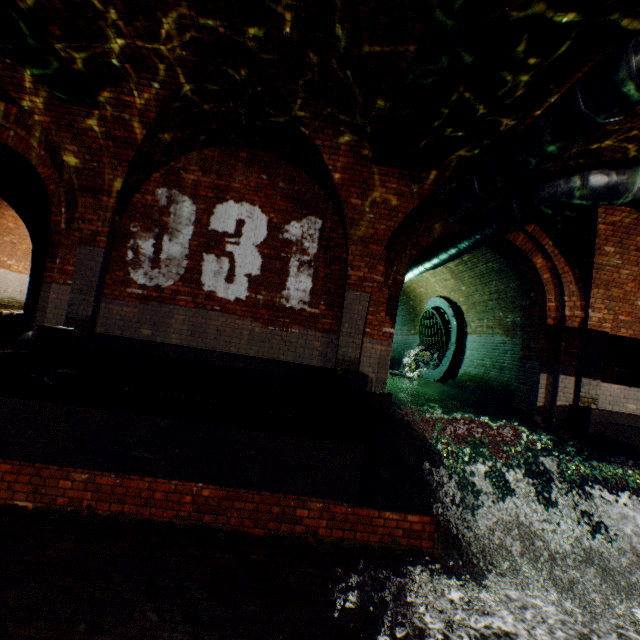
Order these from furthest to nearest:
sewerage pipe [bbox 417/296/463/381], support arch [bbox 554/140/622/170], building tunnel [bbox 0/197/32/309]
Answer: building tunnel [bbox 0/197/32/309] → sewerage pipe [bbox 417/296/463/381] → support arch [bbox 554/140/622/170]

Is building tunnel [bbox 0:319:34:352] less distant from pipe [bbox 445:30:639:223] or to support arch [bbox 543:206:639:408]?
pipe [bbox 445:30:639:223]

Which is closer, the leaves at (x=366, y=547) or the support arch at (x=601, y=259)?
the leaves at (x=366, y=547)

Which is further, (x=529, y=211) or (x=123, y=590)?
(x=529, y=211)

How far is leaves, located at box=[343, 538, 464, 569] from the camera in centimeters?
384cm

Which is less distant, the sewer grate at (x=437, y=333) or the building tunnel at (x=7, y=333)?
the building tunnel at (x=7, y=333)

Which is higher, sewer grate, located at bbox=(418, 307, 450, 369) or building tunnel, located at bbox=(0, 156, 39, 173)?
building tunnel, located at bbox=(0, 156, 39, 173)

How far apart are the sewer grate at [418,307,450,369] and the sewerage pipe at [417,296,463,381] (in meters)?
0.01
